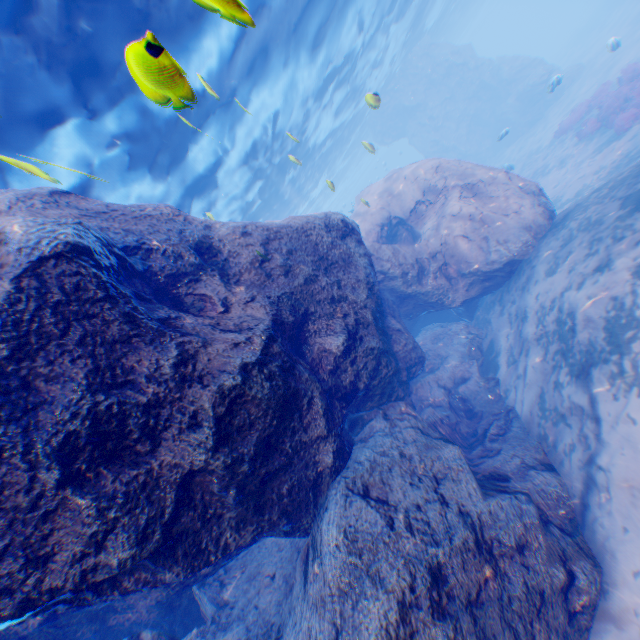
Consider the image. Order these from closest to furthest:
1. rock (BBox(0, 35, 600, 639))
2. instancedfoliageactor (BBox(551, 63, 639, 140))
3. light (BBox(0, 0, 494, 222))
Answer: rock (BBox(0, 35, 600, 639)) < light (BBox(0, 0, 494, 222)) < instancedfoliageactor (BBox(551, 63, 639, 140))

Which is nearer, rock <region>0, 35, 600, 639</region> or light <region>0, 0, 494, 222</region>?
rock <region>0, 35, 600, 639</region>

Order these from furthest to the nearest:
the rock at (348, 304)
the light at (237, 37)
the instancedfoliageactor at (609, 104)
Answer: the instancedfoliageactor at (609, 104) → the light at (237, 37) → the rock at (348, 304)

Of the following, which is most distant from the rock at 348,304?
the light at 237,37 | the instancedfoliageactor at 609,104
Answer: the instancedfoliageactor at 609,104

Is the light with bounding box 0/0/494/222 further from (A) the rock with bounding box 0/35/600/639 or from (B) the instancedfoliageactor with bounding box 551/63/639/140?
(B) the instancedfoliageactor with bounding box 551/63/639/140

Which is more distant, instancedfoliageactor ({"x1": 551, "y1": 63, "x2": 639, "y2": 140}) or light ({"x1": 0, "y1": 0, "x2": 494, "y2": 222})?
instancedfoliageactor ({"x1": 551, "y1": 63, "x2": 639, "y2": 140})

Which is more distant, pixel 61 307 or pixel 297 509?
pixel 297 509
